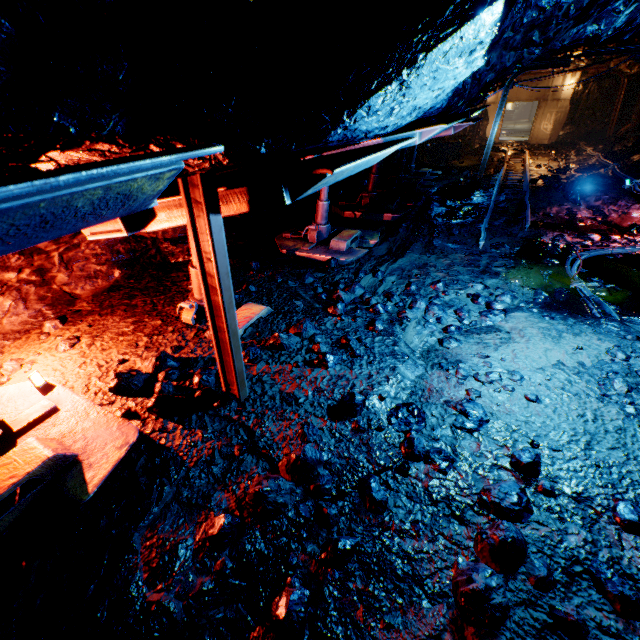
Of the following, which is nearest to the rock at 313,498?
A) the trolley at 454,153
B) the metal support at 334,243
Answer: the trolley at 454,153

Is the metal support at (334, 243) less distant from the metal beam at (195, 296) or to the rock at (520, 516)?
the rock at (520, 516)

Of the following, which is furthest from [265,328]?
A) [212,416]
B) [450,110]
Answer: [450,110]

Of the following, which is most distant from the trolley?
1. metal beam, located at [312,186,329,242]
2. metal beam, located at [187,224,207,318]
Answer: metal beam, located at [187,224,207,318]

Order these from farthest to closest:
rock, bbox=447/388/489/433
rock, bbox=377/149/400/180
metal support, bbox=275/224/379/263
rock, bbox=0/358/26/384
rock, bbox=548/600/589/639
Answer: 1. rock, bbox=377/149/400/180
2. metal support, bbox=275/224/379/263
3. rock, bbox=0/358/26/384
4. rock, bbox=447/388/489/433
5. rock, bbox=548/600/589/639

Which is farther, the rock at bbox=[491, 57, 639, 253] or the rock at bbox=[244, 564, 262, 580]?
the rock at bbox=[491, 57, 639, 253]

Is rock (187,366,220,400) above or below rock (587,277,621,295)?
above

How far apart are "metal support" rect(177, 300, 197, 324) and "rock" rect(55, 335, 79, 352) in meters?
1.2
